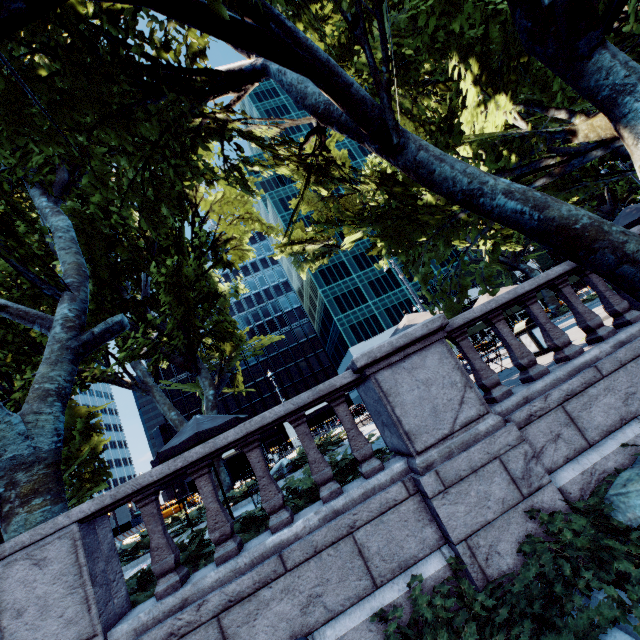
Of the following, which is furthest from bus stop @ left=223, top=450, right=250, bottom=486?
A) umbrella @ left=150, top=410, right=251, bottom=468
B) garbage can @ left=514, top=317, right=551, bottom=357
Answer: garbage can @ left=514, top=317, right=551, bottom=357

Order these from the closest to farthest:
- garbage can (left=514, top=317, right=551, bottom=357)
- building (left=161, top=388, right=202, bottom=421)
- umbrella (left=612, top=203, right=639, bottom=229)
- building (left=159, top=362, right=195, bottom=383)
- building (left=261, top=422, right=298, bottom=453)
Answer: garbage can (left=514, top=317, right=551, bottom=357) < umbrella (left=612, top=203, right=639, bottom=229) < building (left=261, top=422, right=298, bottom=453) < building (left=161, top=388, right=202, bottom=421) < building (left=159, top=362, right=195, bottom=383)

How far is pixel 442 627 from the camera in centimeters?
303cm

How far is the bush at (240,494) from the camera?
11.03m

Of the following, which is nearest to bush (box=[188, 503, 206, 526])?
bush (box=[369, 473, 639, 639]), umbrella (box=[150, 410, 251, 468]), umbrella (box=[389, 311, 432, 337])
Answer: umbrella (box=[150, 410, 251, 468])

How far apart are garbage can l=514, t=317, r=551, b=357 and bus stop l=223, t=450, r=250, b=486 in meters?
22.9 m

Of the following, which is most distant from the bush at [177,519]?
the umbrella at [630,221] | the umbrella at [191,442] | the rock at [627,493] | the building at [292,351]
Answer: the building at [292,351]

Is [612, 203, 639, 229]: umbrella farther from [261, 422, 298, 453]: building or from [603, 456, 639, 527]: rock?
[261, 422, 298, 453]: building
